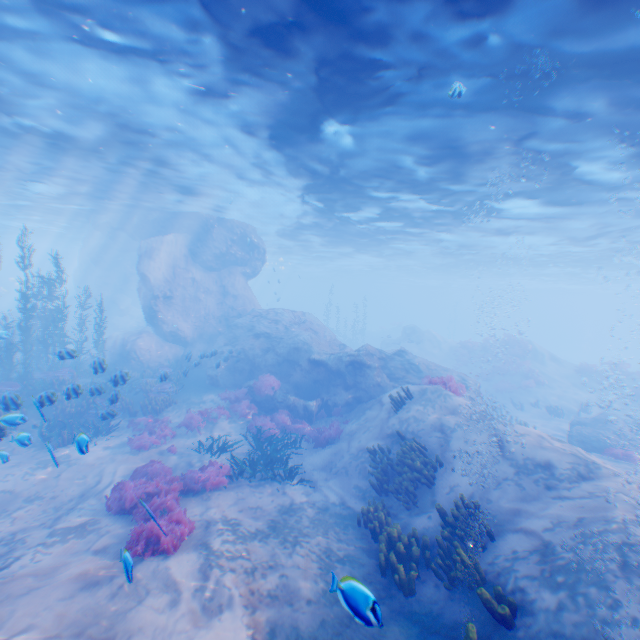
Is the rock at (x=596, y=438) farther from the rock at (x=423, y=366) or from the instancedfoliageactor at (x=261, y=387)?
the instancedfoliageactor at (x=261, y=387)

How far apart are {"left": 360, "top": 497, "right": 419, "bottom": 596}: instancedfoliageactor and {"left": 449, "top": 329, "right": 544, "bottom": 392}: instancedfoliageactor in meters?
27.0 m

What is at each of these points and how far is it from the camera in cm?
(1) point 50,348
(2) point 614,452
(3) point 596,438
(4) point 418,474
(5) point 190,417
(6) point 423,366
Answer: (1) instancedfoliageactor, 2684
(2) instancedfoliageactor, 1278
(3) rock, 1474
(4) instancedfoliageactor, 946
(5) instancedfoliageactor, 1464
(6) rock, 1828

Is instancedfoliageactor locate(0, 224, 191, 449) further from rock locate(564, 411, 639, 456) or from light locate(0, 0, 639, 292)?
rock locate(564, 411, 639, 456)

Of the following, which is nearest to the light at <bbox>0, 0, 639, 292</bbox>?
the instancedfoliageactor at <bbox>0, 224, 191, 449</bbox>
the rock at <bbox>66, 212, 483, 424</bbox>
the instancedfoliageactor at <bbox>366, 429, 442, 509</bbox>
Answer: the rock at <bbox>66, 212, 483, 424</bbox>

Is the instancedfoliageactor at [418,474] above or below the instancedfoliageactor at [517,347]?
below

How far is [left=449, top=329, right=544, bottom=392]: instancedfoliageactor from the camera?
26.7m

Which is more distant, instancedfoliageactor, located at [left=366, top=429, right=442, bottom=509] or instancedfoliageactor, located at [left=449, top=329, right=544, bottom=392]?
instancedfoliageactor, located at [left=449, top=329, right=544, bottom=392]
